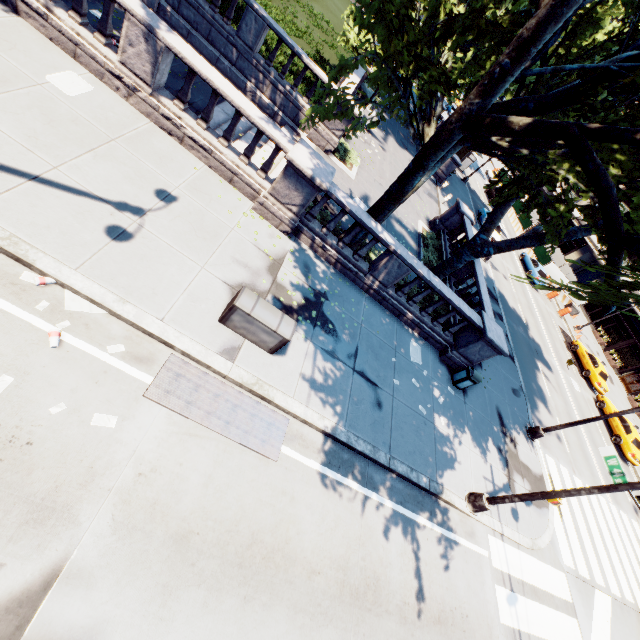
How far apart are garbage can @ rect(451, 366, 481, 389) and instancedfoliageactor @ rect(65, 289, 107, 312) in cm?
1177

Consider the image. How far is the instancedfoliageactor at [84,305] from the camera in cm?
581

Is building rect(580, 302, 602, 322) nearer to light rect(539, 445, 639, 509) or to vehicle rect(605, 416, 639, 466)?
vehicle rect(605, 416, 639, 466)

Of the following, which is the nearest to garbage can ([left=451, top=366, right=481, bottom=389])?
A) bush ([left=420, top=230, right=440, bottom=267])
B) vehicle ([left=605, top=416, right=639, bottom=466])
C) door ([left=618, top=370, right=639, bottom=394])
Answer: bush ([left=420, top=230, right=440, bottom=267])

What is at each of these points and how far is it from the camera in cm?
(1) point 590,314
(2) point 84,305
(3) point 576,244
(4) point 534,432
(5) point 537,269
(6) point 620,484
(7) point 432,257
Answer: (1) building, 4453
(2) instancedfoliageactor, 596
(3) building, 5269
(4) light, 1498
(5) vehicle, 3256
(6) light, 760
(7) bush, 1734

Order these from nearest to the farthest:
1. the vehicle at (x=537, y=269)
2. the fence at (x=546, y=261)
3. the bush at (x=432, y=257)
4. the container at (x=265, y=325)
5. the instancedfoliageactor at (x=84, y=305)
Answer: the instancedfoliageactor at (x=84, y=305) → the container at (x=265, y=325) → the bush at (x=432, y=257) → the vehicle at (x=537, y=269) → the fence at (x=546, y=261)

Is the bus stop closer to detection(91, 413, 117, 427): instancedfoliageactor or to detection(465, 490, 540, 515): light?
detection(465, 490, 540, 515): light

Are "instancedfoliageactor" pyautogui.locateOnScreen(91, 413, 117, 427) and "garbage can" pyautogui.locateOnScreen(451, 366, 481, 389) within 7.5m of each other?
no
